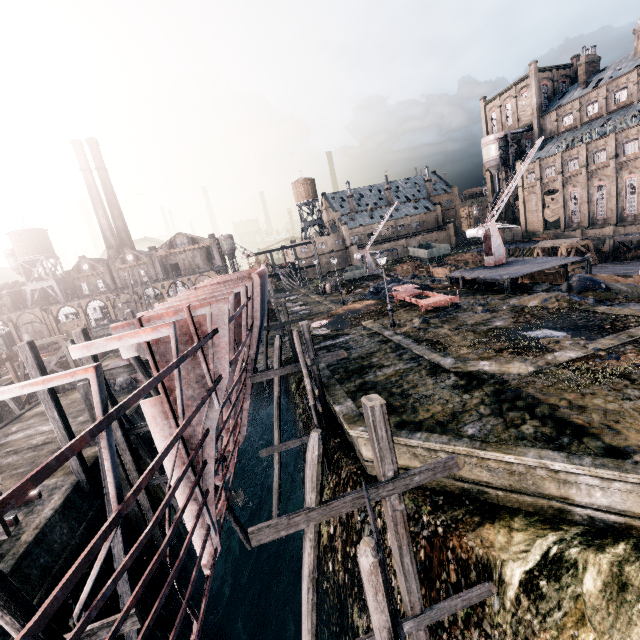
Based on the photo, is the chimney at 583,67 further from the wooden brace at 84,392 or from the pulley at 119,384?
the wooden brace at 84,392

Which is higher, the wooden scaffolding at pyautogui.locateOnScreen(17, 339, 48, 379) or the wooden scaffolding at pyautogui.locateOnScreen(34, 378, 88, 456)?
the wooden scaffolding at pyautogui.locateOnScreen(17, 339, 48, 379)

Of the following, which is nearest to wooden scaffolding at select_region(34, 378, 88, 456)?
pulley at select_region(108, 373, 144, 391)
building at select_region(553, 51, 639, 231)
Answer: pulley at select_region(108, 373, 144, 391)

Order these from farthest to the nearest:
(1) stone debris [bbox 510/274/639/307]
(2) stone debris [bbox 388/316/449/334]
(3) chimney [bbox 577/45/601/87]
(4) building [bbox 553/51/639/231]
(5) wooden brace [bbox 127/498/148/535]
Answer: (3) chimney [bbox 577/45/601/87] < (4) building [bbox 553/51/639/231] < (2) stone debris [bbox 388/316/449/334] < (1) stone debris [bbox 510/274/639/307] < (5) wooden brace [bbox 127/498/148/535]

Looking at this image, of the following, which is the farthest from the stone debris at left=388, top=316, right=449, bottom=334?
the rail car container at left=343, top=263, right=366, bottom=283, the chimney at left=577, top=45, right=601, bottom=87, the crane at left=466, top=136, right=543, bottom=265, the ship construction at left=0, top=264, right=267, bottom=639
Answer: the chimney at left=577, top=45, right=601, bottom=87

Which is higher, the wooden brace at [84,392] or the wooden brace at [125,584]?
the wooden brace at [84,392]

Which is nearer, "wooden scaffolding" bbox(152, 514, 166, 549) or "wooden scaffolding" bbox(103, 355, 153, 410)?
"wooden scaffolding" bbox(103, 355, 153, 410)

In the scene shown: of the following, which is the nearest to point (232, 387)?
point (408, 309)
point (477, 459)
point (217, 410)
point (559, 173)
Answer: point (217, 410)
